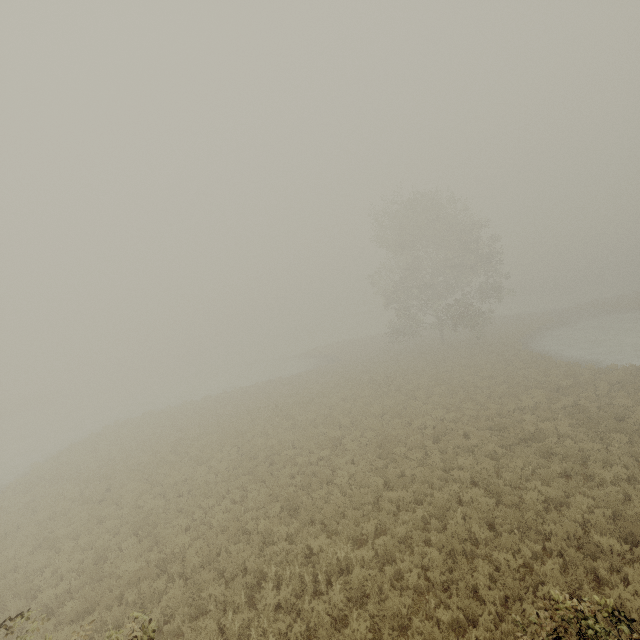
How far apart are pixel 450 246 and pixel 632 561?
30.3 meters
